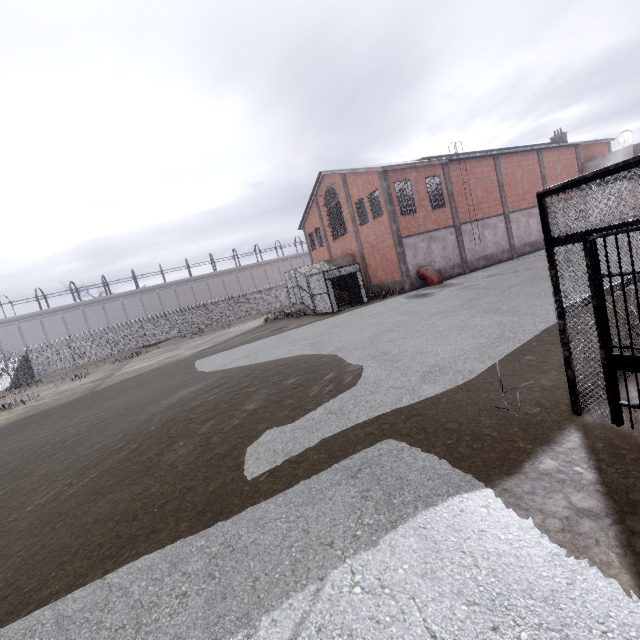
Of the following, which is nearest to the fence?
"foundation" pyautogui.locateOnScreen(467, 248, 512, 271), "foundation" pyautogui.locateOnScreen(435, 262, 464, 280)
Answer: "foundation" pyautogui.locateOnScreen(467, 248, 512, 271)

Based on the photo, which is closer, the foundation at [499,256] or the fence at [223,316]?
the foundation at [499,256]

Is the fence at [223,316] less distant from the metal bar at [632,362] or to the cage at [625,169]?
the cage at [625,169]

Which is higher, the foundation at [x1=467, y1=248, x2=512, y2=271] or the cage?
the cage

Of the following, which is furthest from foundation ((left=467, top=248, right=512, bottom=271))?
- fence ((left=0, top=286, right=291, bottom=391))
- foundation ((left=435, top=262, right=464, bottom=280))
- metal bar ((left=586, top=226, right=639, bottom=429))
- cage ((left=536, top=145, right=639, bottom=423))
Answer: metal bar ((left=586, top=226, right=639, bottom=429))

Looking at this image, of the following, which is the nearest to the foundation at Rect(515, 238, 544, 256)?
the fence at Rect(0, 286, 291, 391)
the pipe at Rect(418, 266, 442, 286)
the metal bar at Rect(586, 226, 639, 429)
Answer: the pipe at Rect(418, 266, 442, 286)

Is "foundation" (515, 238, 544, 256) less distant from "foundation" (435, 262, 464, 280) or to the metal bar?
"foundation" (435, 262, 464, 280)

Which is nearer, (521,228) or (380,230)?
(380,230)
